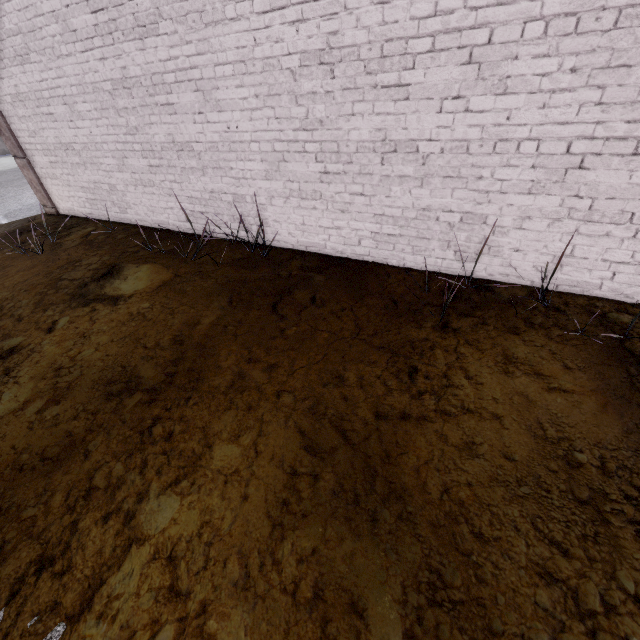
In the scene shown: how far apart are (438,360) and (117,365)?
2.79m
